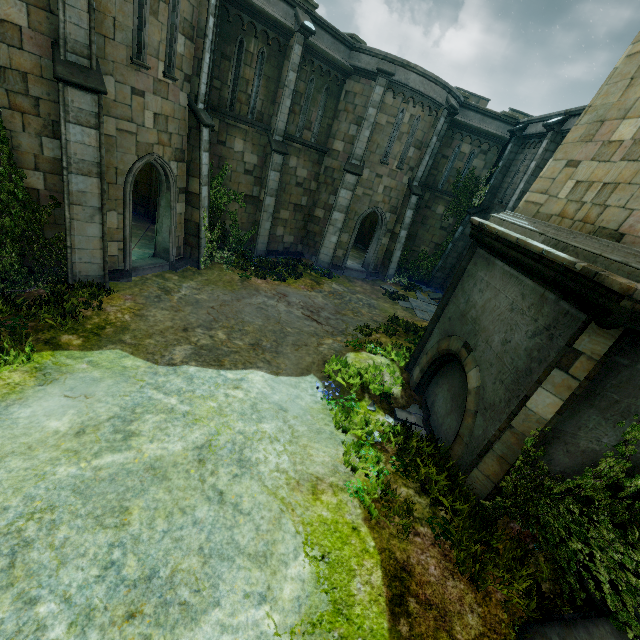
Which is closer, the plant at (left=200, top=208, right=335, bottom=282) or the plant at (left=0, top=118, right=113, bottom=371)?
the plant at (left=0, top=118, right=113, bottom=371)

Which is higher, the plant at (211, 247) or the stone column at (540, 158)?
the stone column at (540, 158)

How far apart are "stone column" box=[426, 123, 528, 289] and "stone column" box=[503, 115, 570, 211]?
2.5 meters

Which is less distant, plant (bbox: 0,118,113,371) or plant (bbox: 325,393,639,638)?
plant (bbox: 325,393,639,638)

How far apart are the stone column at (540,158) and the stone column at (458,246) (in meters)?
2.53

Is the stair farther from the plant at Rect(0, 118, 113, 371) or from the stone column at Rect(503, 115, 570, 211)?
the stone column at Rect(503, 115, 570, 211)

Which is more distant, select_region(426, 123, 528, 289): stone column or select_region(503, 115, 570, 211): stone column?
select_region(426, 123, 528, 289): stone column

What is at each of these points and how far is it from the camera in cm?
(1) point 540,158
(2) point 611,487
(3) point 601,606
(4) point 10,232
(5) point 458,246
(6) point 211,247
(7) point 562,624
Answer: (1) stone column, 1486
(2) plant, 558
(3) wall trim, 461
(4) plant, 834
(5) stone column, 2014
(6) plant, 1362
(7) stair, 454
